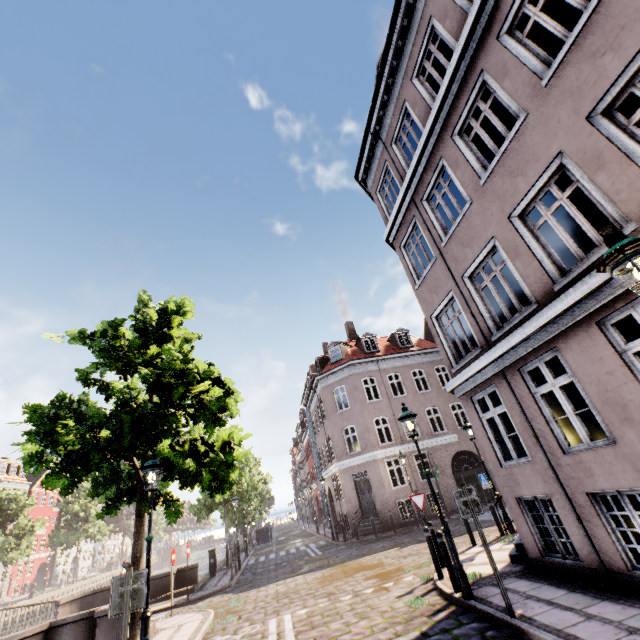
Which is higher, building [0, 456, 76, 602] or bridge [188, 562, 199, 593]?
building [0, 456, 76, 602]

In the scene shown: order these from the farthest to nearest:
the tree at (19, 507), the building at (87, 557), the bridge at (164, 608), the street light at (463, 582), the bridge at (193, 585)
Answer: the building at (87, 557), the tree at (19, 507), the bridge at (193, 585), the bridge at (164, 608), the street light at (463, 582)

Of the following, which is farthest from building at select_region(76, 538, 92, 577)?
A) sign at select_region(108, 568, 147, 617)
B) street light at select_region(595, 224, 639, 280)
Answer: sign at select_region(108, 568, 147, 617)

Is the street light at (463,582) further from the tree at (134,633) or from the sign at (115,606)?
the sign at (115,606)

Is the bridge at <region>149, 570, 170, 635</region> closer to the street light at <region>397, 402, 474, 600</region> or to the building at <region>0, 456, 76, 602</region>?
the street light at <region>397, 402, 474, 600</region>

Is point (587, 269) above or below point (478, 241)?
below

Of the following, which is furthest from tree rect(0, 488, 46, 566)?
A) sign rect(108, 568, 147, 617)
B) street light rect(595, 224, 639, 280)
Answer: sign rect(108, 568, 147, 617)

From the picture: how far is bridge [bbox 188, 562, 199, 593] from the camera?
14.49m
